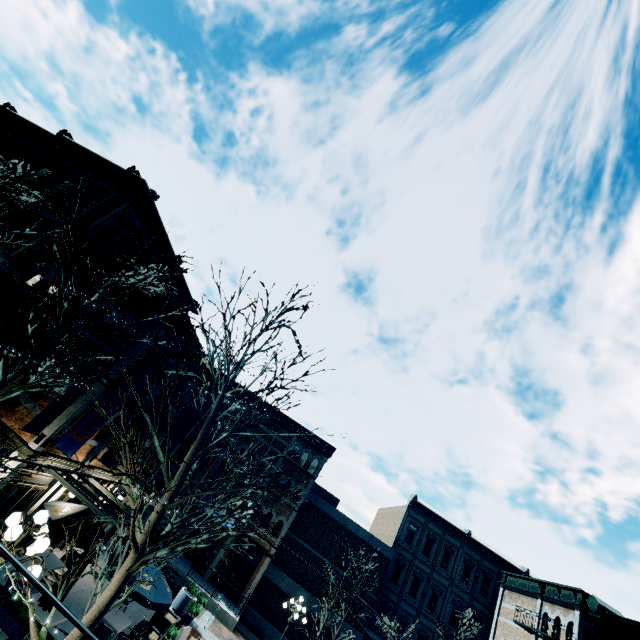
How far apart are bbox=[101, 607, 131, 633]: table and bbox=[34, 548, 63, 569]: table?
1.96m

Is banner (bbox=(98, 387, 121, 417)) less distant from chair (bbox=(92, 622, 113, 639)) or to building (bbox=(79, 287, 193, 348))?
building (bbox=(79, 287, 193, 348))

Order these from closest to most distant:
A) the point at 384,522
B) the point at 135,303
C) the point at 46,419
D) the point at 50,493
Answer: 1. the point at 46,419
2. the point at 50,493
3. the point at 135,303
4. the point at 384,522

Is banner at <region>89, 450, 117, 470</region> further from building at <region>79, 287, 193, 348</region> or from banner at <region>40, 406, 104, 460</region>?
banner at <region>40, 406, 104, 460</region>

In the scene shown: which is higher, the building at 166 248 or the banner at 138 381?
the building at 166 248

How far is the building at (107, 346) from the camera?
11.9 meters

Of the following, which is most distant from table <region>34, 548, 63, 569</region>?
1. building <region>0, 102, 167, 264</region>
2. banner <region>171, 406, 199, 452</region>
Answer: banner <region>171, 406, 199, 452</region>

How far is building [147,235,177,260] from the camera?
19.19m
